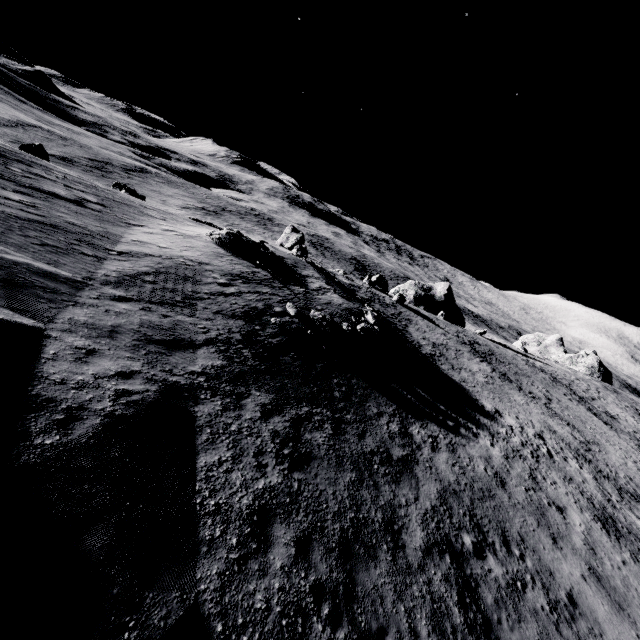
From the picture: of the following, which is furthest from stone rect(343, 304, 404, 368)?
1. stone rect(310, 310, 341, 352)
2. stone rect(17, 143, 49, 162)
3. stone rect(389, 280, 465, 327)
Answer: stone rect(17, 143, 49, 162)

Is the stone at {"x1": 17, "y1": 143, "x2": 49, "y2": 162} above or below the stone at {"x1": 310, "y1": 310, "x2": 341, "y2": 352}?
below

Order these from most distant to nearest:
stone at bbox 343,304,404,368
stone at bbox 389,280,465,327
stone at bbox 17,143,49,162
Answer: stone at bbox 389,280,465,327, stone at bbox 17,143,49,162, stone at bbox 343,304,404,368

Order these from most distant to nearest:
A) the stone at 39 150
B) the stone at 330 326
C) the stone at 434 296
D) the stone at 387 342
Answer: the stone at 434 296 < the stone at 39 150 < the stone at 387 342 < the stone at 330 326

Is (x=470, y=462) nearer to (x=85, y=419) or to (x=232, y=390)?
(x=232, y=390)

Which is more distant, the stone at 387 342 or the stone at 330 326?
the stone at 387 342

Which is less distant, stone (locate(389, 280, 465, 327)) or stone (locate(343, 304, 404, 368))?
stone (locate(343, 304, 404, 368))

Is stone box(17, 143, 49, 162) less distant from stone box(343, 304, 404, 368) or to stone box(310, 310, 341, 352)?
stone box(310, 310, 341, 352)
